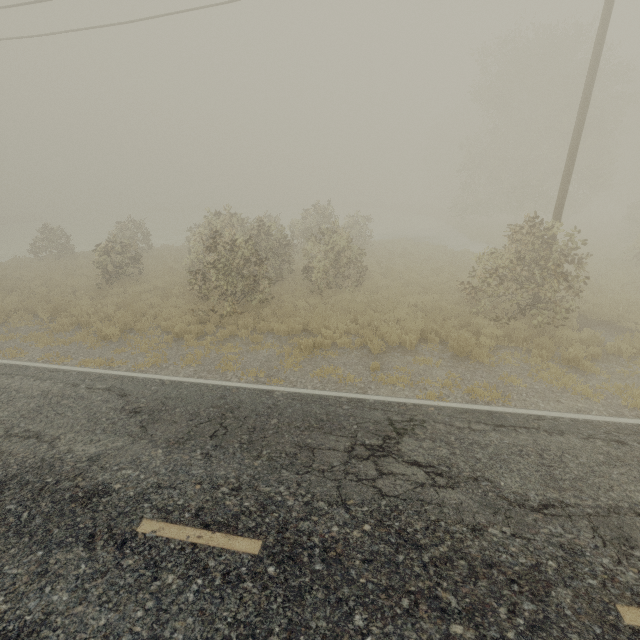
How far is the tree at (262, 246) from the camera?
11.9 meters

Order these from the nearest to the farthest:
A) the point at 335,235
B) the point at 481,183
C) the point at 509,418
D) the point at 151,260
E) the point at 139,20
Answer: the point at 509,418 < the point at 139,20 < the point at 335,235 < the point at 151,260 < the point at 481,183

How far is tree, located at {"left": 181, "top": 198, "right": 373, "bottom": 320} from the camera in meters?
11.9
